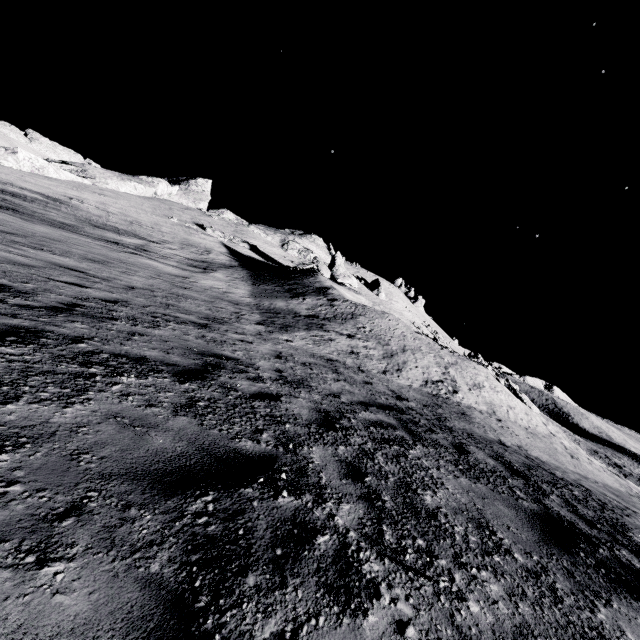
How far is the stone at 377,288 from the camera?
55.56m

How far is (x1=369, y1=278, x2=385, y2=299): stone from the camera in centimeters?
5556cm

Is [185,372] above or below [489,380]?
below
